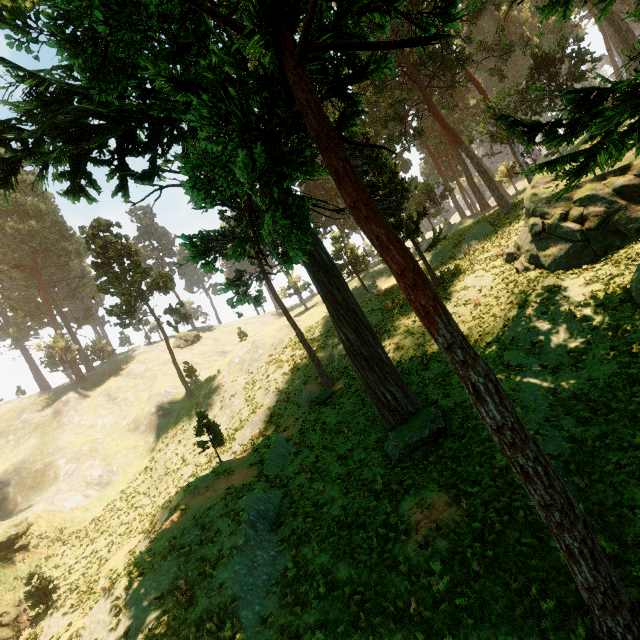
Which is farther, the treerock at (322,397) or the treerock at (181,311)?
the treerock at (181,311)

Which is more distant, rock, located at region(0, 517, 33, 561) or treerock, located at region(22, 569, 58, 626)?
rock, located at region(0, 517, 33, 561)

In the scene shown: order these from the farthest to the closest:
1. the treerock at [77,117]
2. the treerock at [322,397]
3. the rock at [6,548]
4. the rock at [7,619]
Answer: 1. the rock at [6,548]
2. the treerock at [322,397]
3. the rock at [7,619]
4. the treerock at [77,117]

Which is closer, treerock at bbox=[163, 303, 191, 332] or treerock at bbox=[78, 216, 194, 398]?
treerock at bbox=[78, 216, 194, 398]

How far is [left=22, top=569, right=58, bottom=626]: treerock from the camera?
20.52m

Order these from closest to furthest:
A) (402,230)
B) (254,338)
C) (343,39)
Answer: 1. (343,39)
2. (402,230)
3. (254,338)

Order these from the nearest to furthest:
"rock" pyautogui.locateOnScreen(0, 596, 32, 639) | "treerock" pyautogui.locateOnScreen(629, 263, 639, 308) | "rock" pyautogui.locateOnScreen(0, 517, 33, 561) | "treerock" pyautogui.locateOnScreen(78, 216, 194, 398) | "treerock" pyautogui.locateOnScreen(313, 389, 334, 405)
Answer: "treerock" pyautogui.locateOnScreen(629, 263, 639, 308) → "rock" pyautogui.locateOnScreen(0, 596, 32, 639) → "treerock" pyautogui.locateOnScreen(313, 389, 334, 405) → "rock" pyautogui.locateOnScreen(0, 517, 33, 561) → "treerock" pyautogui.locateOnScreen(78, 216, 194, 398)
